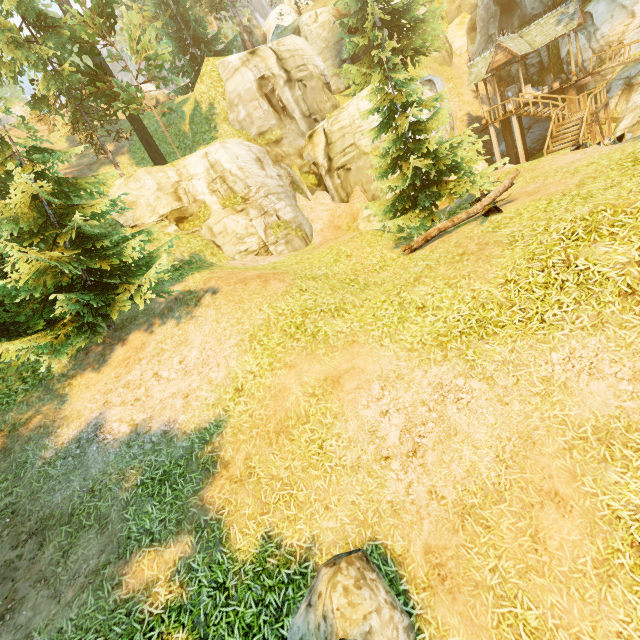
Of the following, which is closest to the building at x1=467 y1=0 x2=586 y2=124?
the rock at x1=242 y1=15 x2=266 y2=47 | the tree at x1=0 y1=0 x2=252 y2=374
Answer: the tree at x1=0 y1=0 x2=252 y2=374

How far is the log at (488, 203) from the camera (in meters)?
9.96

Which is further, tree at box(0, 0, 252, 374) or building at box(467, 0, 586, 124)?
building at box(467, 0, 586, 124)

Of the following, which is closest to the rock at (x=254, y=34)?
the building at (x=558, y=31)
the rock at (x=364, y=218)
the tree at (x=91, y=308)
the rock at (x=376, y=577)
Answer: the tree at (x=91, y=308)

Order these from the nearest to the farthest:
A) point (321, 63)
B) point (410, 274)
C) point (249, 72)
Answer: point (410, 274)
point (249, 72)
point (321, 63)

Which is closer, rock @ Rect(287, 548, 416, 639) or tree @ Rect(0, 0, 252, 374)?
rock @ Rect(287, 548, 416, 639)

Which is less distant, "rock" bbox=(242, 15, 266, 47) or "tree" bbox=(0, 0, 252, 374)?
"tree" bbox=(0, 0, 252, 374)
